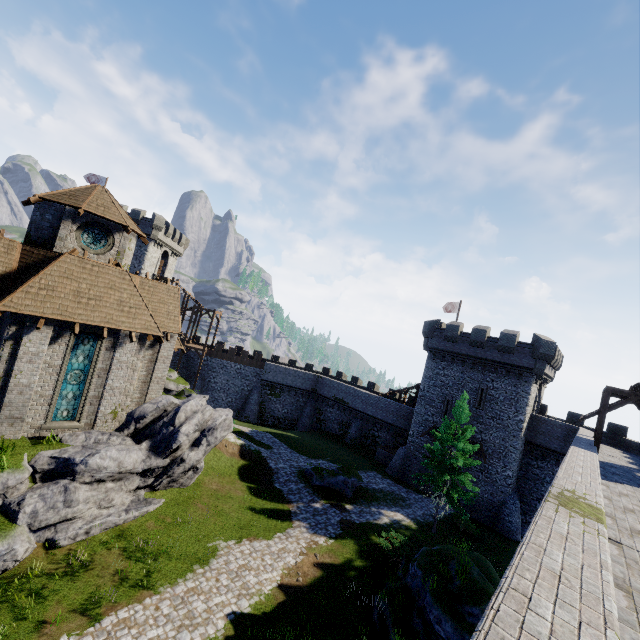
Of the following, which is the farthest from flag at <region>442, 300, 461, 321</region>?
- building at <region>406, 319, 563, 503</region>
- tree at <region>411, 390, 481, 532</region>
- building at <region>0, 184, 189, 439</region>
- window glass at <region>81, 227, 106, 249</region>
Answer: window glass at <region>81, 227, 106, 249</region>

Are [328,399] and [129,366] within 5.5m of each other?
no

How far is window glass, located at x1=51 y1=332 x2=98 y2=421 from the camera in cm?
1630

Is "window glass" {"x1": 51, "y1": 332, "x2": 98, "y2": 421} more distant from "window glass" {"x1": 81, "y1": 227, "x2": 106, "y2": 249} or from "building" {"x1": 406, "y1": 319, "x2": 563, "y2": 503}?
"building" {"x1": 406, "y1": 319, "x2": 563, "y2": 503}

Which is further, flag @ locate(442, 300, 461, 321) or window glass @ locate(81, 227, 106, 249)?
flag @ locate(442, 300, 461, 321)

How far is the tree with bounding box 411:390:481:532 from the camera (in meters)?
22.66

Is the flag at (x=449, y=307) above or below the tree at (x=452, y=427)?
above

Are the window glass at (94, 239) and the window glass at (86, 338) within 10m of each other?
yes
